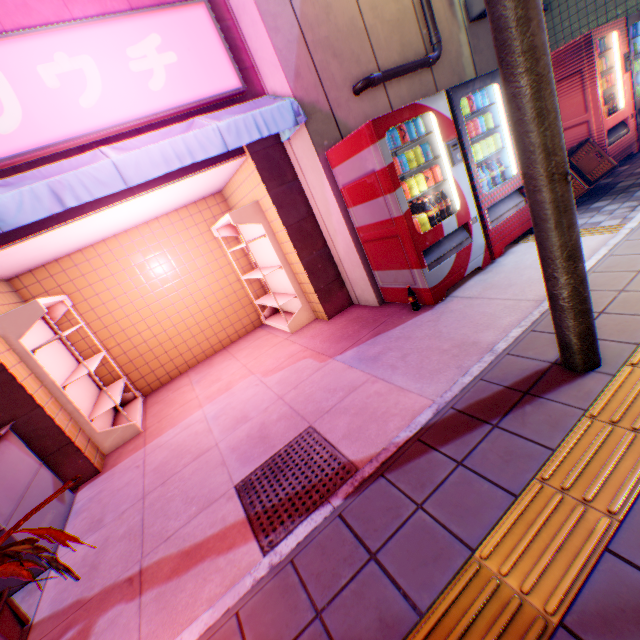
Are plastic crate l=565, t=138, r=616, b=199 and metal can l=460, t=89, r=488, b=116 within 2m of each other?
yes

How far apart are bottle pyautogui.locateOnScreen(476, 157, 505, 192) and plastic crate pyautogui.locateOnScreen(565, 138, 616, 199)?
0.9 meters

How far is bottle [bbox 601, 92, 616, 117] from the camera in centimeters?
517cm

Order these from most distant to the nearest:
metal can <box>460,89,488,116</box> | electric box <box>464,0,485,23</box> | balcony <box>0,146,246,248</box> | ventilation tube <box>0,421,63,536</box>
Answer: electric box <box>464,0,485,23</box> < metal can <box>460,89,488,116</box> < balcony <box>0,146,246,248</box> < ventilation tube <box>0,421,63,536</box>

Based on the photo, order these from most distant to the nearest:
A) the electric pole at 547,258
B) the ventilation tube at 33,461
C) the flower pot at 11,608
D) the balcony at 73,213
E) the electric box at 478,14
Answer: the electric box at 478,14 < the balcony at 73,213 < the ventilation tube at 33,461 < the flower pot at 11,608 < the electric pole at 547,258

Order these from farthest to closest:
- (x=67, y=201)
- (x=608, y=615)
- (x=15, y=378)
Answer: (x=15, y=378) < (x=67, y=201) < (x=608, y=615)

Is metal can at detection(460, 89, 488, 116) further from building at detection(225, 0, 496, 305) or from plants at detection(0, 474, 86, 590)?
plants at detection(0, 474, 86, 590)

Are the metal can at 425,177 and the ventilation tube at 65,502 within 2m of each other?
no
